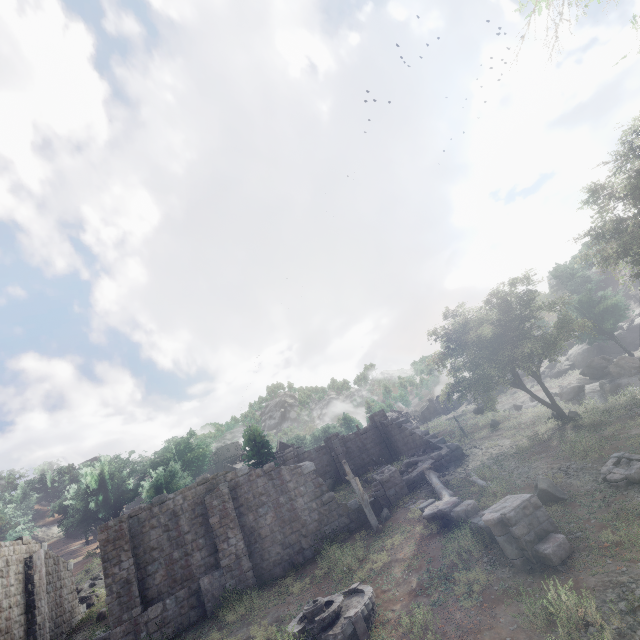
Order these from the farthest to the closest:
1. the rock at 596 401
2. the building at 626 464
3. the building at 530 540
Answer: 1. the rock at 596 401
2. the building at 626 464
3. the building at 530 540

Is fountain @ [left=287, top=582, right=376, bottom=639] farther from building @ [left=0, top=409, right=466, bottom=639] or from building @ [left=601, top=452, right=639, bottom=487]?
building @ [left=601, top=452, right=639, bottom=487]

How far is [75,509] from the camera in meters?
48.0 m

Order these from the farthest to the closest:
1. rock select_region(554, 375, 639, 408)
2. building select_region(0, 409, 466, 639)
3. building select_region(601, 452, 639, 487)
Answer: rock select_region(554, 375, 639, 408) → building select_region(0, 409, 466, 639) → building select_region(601, 452, 639, 487)

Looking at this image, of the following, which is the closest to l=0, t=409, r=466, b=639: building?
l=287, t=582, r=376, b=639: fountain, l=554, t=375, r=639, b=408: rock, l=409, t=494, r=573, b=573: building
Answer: l=287, t=582, r=376, b=639: fountain

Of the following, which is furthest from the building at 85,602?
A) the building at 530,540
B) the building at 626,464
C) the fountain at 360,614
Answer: the building at 626,464

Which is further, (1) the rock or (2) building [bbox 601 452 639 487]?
(1) the rock

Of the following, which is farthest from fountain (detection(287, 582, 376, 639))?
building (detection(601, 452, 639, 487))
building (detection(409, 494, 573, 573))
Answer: building (detection(601, 452, 639, 487))
